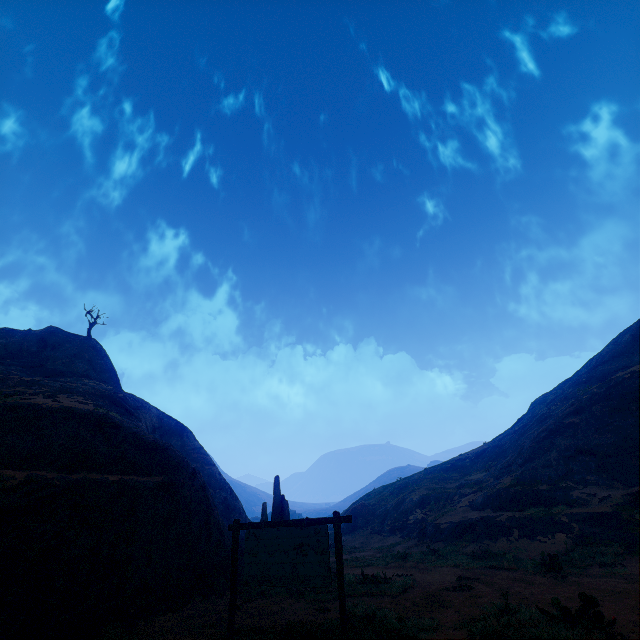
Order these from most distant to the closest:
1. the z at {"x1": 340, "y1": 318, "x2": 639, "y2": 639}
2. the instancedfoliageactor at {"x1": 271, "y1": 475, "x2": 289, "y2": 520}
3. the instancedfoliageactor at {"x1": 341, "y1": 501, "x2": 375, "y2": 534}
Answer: the instancedfoliageactor at {"x1": 341, "y1": 501, "x2": 375, "y2": 534}, the instancedfoliageactor at {"x1": 271, "y1": 475, "x2": 289, "y2": 520}, the z at {"x1": 340, "y1": 318, "x2": 639, "y2": 639}

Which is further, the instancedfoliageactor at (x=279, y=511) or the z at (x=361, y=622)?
the instancedfoliageactor at (x=279, y=511)

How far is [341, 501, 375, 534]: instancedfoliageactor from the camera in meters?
34.2

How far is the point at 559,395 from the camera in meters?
37.4 m

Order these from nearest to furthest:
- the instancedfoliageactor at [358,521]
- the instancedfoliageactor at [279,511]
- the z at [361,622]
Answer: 1. the z at [361,622]
2. the instancedfoliageactor at [279,511]
3. the instancedfoliageactor at [358,521]

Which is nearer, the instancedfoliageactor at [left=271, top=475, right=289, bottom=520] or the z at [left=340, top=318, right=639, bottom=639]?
the z at [left=340, top=318, right=639, bottom=639]

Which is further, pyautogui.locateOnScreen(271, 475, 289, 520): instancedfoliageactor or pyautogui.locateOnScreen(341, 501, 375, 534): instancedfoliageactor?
pyautogui.locateOnScreen(341, 501, 375, 534): instancedfoliageactor
